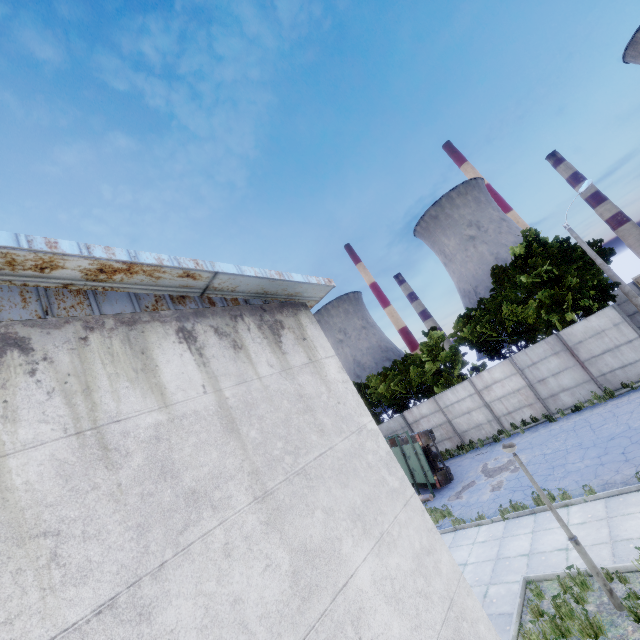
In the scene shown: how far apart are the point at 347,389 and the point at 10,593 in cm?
459

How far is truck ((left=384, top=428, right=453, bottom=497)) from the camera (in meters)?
16.53

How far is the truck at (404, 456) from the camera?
16.5m
